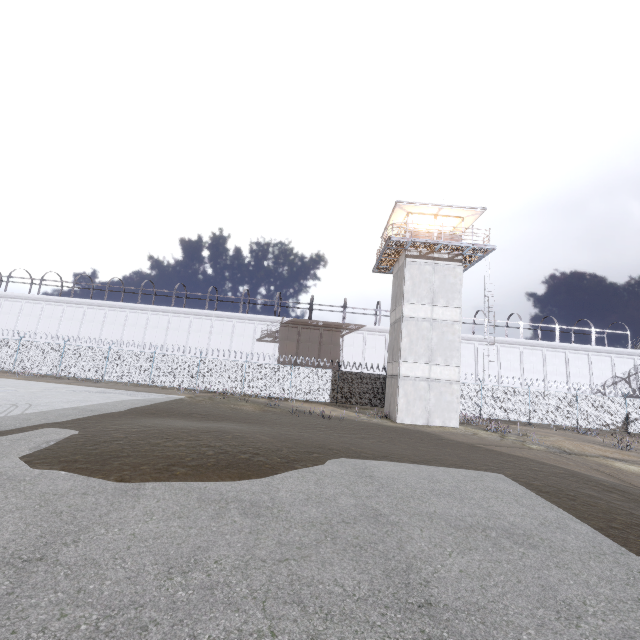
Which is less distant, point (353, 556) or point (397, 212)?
point (353, 556)

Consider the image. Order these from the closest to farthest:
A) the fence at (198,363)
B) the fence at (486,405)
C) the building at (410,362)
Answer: the building at (410,362) → the fence at (486,405) → the fence at (198,363)

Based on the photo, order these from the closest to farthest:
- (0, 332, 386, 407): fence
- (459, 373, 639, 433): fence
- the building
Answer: the building → (459, 373, 639, 433): fence → (0, 332, 386, 407): fence

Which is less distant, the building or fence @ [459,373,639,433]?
the building

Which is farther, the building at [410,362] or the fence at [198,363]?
the fence at [198,363]

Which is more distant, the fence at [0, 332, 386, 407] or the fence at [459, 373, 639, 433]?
the fence at [0, 332, 386, 407]

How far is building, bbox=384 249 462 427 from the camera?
20.9m
